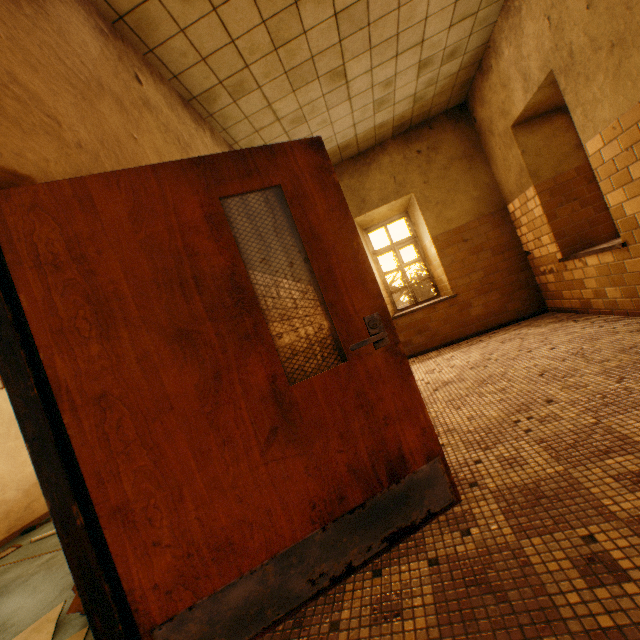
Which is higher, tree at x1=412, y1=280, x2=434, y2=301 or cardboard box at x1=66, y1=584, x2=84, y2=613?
tree at x1=412, y1=280, x2=434, y2=301

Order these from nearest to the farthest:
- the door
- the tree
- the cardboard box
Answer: the door → the cardboard box → the tree

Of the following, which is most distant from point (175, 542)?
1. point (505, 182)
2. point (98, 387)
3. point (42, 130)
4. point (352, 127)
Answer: point (505, 182)

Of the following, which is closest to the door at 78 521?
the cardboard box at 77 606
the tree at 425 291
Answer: the cardboard box at 77 606

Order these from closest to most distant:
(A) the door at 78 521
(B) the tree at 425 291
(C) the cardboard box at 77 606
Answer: (A) the door at 78 521 → (C) the cardboard box at 77 606 → (B) the tree at 425 291

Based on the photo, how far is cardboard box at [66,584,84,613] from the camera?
1.9m

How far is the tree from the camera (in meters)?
26.44

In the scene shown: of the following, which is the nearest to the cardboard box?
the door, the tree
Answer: the door
